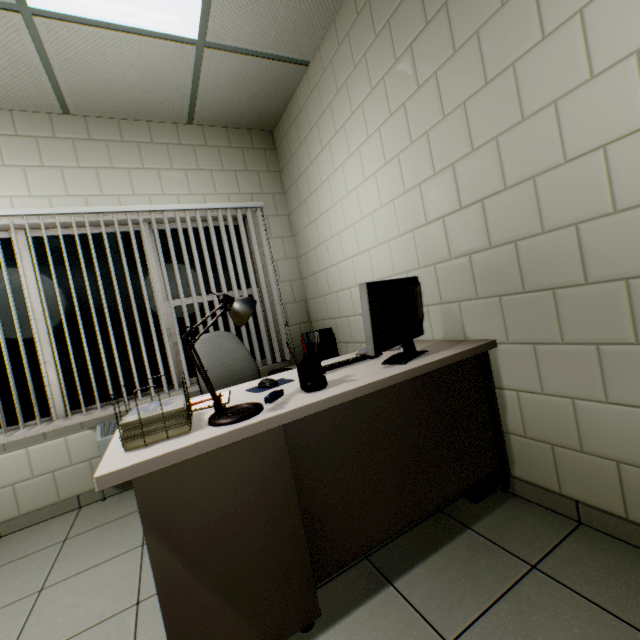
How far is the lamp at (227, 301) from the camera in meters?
1.1 m

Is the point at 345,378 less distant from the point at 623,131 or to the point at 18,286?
the point at 623,131

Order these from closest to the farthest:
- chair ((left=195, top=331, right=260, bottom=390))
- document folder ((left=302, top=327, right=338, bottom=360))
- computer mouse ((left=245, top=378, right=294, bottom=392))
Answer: computer mouse ((left=245, top=378, right=294, bottom=392)) < chair ((left=195, top=331, right=260, bottom=390)) < document folder ((left=302, top=327, right=338, bottom=360))

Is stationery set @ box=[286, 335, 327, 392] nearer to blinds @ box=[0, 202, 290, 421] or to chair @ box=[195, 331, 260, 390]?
chair @ box=[195, 331, 260, 390]

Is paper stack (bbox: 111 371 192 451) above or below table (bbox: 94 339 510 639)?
above

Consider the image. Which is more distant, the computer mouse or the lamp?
the computer mouse

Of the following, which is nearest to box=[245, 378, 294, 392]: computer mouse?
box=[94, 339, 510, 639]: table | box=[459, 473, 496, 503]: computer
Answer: box=[94, 339, 510, 639]: table

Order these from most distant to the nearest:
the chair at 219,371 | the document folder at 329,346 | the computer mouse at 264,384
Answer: the document folder at 329,346
the chair at 219,371
the computer mouse at 264,384
